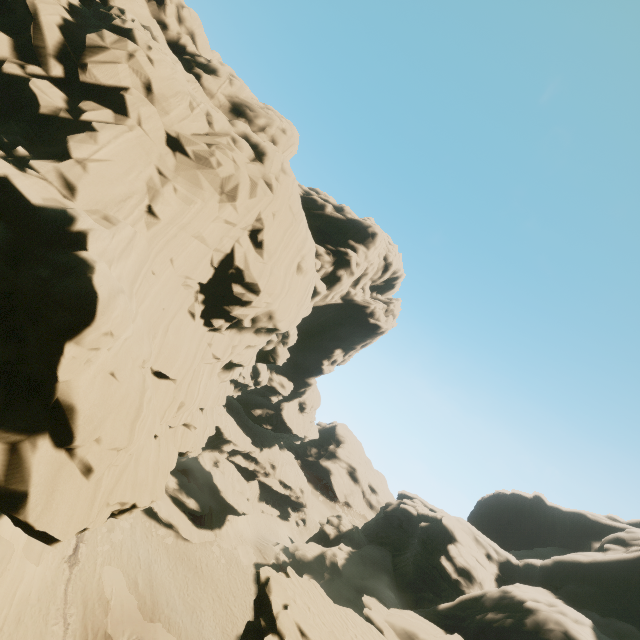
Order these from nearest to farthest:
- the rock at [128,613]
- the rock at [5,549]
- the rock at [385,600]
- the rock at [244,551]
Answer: the rock at [385,600] → the rock at [5,549] → the rock at [128,613] → the rock at [244,551]

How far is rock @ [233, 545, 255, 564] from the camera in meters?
37.2

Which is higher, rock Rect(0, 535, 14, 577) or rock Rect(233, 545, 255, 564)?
rock Rect(233, 545, 255, 564)

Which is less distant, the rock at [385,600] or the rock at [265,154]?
the rock at [265,154]

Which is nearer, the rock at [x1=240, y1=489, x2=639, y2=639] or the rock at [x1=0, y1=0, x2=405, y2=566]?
the rock at [x1=0, y1=0, x2=405, y2=566]

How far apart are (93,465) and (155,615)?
28.7 meters

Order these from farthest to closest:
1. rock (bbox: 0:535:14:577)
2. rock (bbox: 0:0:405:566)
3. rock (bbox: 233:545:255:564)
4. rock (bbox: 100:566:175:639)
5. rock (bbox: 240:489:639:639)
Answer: rock (bbox: 233:545:255:564) < rock (bbox: 100:566:175:639) < rock (bbox: 0:535:14:577) < rock (bbox: 240:489:639:639) < rock (bbox: 0:0:405:566)
